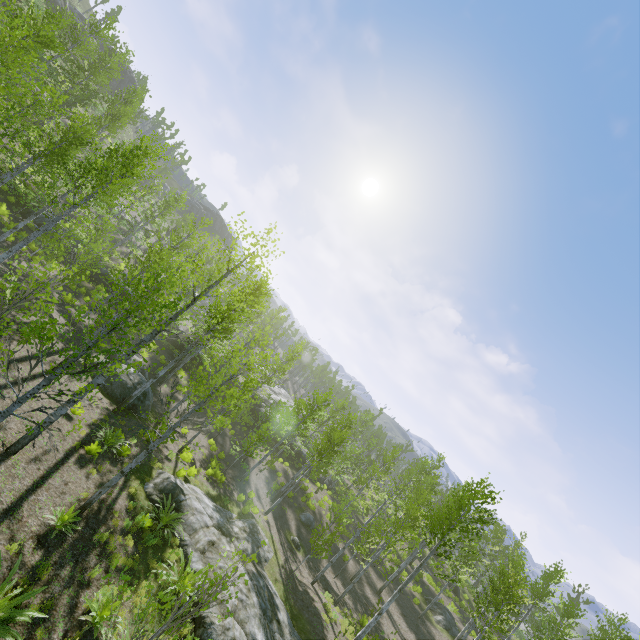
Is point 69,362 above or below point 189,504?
above

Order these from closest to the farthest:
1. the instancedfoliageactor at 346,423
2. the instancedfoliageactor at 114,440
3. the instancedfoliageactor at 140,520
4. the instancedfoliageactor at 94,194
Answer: the instancedfoliageactor at 94,194
the instancedfoliageactor at 140,520
the instancedfoliageactor at 114,440
the instancedfoliageactor at 346,423

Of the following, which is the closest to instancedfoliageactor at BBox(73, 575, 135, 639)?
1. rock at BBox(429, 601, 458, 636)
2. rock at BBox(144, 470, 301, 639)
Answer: rock at BBox(429, 601, 458, 636)

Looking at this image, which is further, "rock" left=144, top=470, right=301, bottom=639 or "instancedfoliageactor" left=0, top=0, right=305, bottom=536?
"rock" left=144, top=470, right=301, bottom=639

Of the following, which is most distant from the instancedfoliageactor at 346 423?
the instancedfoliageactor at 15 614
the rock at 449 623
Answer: the instancedfoliageactor at 15 614

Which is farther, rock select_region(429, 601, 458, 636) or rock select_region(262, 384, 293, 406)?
rock select_region(262, 384, 293, 406)

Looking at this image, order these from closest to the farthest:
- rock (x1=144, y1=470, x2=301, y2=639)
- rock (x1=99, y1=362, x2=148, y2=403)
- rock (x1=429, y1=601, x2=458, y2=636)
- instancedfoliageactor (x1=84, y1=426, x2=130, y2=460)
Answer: rock (x1=144, y1=470, x2=301, y2=639)
instancedfoliageactor (x1=84, y1=426, x2=130, y2=460)
rock (x1=99, y1=362, x2=148, y2=403)
rock (x1=429, y1=601, x2=458, y2=636)

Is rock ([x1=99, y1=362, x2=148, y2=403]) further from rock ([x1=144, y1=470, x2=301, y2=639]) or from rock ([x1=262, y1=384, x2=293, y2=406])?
rock ([x1=262, y1=384, x2=293, y2=406])
